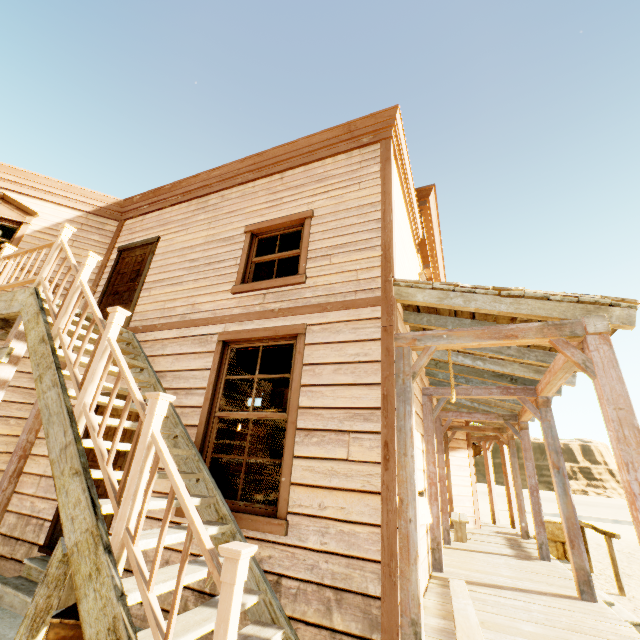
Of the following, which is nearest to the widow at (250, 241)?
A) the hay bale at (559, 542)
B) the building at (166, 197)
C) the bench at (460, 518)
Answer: the building at (166, 197)

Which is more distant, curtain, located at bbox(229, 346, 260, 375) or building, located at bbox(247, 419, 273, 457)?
building, located at bbox(247, 419, 273, 457)

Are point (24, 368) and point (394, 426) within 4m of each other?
no

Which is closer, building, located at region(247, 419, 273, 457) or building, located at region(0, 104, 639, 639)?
building, located at region(0, 104, 639, 639)

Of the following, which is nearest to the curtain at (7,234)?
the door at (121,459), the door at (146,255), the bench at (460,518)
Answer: the door at (146,255)

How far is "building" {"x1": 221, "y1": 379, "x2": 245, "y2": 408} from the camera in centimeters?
1653cm

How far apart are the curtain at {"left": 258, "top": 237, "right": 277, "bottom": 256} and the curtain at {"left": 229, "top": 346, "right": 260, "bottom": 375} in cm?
144

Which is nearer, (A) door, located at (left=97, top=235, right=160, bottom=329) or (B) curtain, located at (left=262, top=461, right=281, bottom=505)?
(B) curtain, located at (left=262, top=461, right=281, bottom=505)
